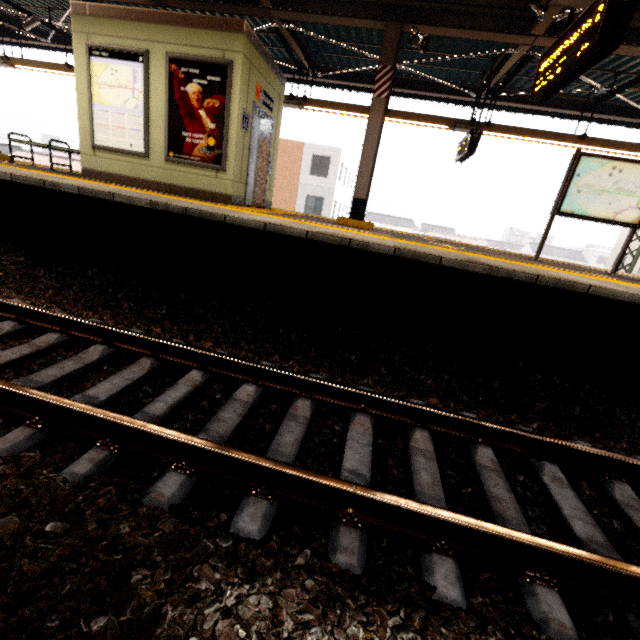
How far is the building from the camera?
55.09m

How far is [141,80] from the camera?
6.0m

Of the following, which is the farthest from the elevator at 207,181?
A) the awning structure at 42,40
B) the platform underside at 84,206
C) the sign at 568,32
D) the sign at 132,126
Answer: the sign at 568,32

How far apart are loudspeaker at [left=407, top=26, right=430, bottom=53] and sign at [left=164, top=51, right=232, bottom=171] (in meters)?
3.23

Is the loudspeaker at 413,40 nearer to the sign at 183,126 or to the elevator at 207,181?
the elevator at 207,181

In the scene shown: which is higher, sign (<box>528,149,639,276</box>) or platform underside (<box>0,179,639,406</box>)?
sign (<box>528,149,639,276</box>)

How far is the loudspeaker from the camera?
5.8m

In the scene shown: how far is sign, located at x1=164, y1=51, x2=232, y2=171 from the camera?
5.70m
